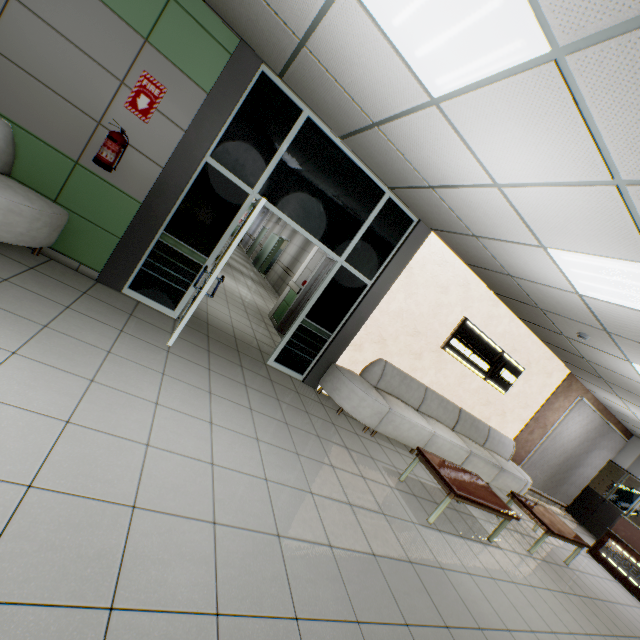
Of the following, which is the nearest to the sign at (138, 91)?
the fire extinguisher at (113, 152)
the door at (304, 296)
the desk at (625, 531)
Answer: the fire extinguisher at (113, 152)

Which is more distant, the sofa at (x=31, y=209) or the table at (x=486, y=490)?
the table at (x=486, y=490)

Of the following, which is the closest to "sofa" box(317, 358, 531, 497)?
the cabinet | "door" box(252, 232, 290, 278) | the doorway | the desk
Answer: the doorway

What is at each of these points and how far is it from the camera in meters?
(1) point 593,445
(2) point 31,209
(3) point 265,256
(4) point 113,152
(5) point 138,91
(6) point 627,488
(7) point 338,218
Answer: (1) blinds, 9.4
(2) sofa, 3.1
(3) door, 16.3
(4) fire extinguisher, 3.5
(5) sign, 3.5
(6) cabinet, 9.4
(7) doorway, 4.8

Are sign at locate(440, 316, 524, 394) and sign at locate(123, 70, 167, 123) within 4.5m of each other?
no

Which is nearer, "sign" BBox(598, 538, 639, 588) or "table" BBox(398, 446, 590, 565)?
"table" BBox(398, 446, 590, 565)

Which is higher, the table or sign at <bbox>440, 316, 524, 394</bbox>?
sign at <bbox>440, 316, 524, 394</bbox>

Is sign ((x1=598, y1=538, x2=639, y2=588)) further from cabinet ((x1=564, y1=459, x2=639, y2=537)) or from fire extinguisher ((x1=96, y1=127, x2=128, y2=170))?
fire extinguisher ((x1=96, y1=127, x2=128, y2=170))
